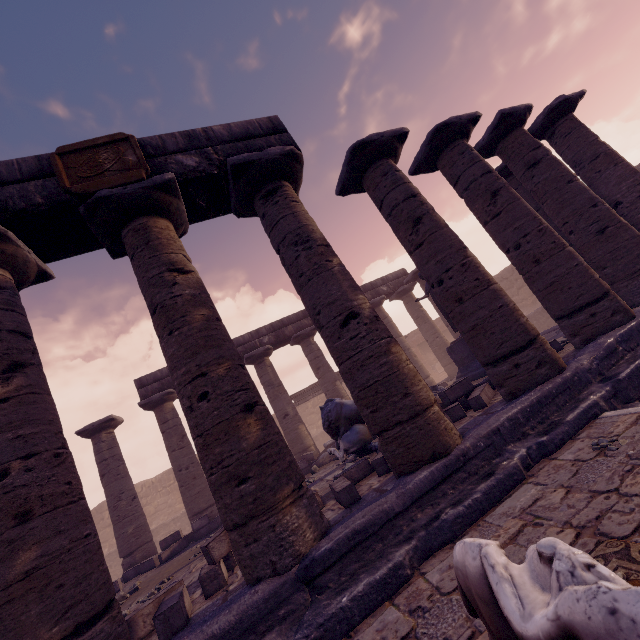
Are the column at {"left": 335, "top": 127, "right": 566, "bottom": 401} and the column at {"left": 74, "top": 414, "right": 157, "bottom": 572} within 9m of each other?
no

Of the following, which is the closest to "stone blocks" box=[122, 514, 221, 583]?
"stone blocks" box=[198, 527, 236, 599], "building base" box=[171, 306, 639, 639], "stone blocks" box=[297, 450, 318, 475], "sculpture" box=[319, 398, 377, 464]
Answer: "building base" box=[171, 306, 639, 639]

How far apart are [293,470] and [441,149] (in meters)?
7.45

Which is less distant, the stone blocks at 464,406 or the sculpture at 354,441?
the stone blocks at 464,406

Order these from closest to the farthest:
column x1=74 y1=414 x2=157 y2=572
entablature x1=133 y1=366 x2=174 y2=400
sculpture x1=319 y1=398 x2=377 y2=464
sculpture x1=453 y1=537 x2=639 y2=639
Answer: sculpture x1=453 y1=537 x2=639 y2=639 < sculpture x1=319 y1=398 x2=377 y2=464 < column x1=74 y1=414 x2=157 y2=572 < entablature x1=133 y1=366 x2=174 y2=400

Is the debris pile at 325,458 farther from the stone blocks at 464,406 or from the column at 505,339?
the column at 505,339

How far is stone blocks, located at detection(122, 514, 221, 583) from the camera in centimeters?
1000cm

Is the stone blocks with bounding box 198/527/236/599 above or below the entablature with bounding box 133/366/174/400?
below
